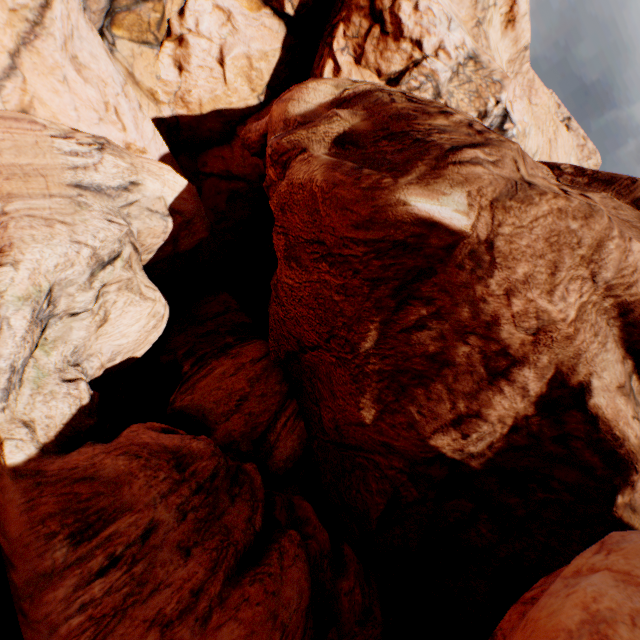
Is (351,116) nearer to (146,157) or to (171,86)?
(146,157)
